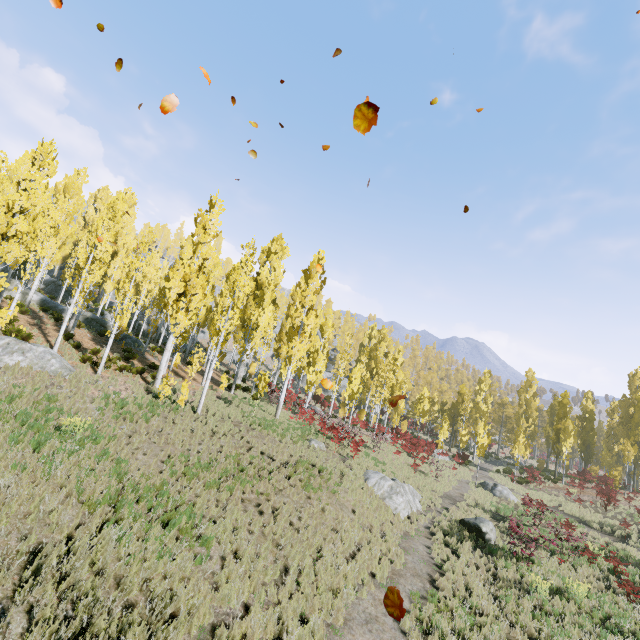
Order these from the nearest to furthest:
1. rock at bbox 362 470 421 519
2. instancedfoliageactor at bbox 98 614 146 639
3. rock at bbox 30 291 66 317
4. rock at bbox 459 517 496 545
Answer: instancedfoliageactor at bbox 98 614 146 639, rock at bbox 459 517 496 545, rock at bbox 362 470 421 519, rock at bbox 30 291 66 317

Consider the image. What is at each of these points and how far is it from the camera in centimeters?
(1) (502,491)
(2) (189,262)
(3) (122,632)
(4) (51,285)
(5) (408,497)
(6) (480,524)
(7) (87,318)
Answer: (1) rock, 2523cm
(2) instancedfoliageactor, 3262cm
(3) instancedfoliageactor, 527cm
(4) rock, 3653cm
(5) rock, 1783cm
(6) rock, 1611cm
(7) rock, 2648cm

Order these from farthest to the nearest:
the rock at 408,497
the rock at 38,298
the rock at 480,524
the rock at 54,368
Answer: the rock at 38,298 < the rock at 408,497 < the rock at 480,524 < the rock at 54,368

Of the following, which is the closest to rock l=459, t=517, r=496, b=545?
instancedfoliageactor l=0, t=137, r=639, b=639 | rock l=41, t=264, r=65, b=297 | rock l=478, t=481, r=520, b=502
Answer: rock l=478, t=481, r=520, b=502

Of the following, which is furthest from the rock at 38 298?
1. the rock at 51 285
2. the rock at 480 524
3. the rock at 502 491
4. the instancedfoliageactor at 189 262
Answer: the rock at 502 491

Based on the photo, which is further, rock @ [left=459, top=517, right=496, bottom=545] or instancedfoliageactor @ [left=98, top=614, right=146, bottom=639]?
rock @ [left=459, top=517, right=496, bottom=545]

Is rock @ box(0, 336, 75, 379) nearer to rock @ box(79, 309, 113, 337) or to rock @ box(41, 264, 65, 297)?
rock @ box(41, 264, 65, 297)

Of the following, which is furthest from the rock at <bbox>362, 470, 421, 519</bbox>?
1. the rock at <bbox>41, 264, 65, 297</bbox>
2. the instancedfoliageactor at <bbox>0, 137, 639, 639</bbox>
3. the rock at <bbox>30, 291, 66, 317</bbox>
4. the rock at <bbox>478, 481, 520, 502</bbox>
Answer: the rock at <bbox>478, 481, 520, 502</bbox>
